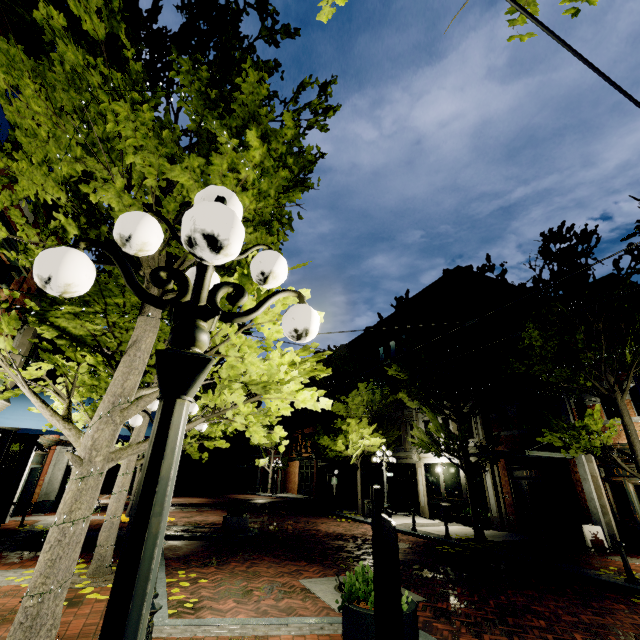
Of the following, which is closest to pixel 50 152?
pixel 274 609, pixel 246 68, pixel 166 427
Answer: pixel 246 68

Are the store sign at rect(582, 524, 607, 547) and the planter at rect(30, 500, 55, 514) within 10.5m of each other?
no

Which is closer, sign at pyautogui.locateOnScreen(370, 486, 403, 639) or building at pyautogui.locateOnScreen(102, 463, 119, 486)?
sign at pyautogui.locateOnScreen(370, 486, 403, 639)

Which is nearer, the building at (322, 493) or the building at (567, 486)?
the building at (567, 486)

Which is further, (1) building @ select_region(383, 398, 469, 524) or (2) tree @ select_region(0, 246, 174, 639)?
(1) building @ select_region(383, 398, 469, 524)

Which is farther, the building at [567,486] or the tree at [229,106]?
the building at [567,486]

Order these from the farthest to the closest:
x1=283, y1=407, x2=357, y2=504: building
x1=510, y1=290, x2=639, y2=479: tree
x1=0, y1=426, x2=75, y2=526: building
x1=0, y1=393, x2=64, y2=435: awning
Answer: x1=283, y1=407, x2=357, y2=504: building
x1=0, y1=426, x2=75, y2=526: building
x1=510, y1=290, x2=639, y2=479: tree
x1=0, y1=393, x2=64, y2=435: awning

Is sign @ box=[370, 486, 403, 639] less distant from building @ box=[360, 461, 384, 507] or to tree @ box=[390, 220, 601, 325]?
tree @ box=[390, 220, 601, 325]
